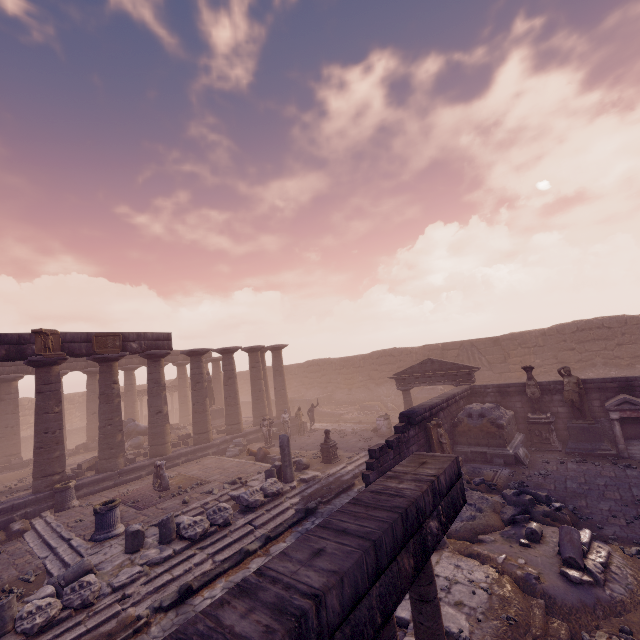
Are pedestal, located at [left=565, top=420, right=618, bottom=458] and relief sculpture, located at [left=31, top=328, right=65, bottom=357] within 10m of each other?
no

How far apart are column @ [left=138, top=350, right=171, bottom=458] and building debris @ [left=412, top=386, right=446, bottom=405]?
16.3m

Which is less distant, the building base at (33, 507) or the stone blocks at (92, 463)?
the building base at (33, 507)

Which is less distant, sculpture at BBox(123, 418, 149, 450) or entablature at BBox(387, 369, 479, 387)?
entablature at BBox(387, 369, 479, 387)

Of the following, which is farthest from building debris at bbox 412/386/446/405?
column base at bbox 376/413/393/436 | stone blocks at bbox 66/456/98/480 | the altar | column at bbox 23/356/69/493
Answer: column at bbox 23/356/69/493

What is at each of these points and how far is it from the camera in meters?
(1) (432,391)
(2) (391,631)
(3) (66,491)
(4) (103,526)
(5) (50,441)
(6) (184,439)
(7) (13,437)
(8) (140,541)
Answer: (1) building debris, 23.6
(2) column, 2.5
(3) column base, 12.4
(4) column base, 9.6
(5) column, 13.2
(6) stone blocks, 19.4
(7) column, 19.7
(8) building debris, 8.7

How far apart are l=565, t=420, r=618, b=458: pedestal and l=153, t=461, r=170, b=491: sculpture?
15.6 meters

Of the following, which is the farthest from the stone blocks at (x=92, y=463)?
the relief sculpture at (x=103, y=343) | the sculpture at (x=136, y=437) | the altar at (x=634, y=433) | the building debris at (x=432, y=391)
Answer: the altar at (x=634, y=433)
